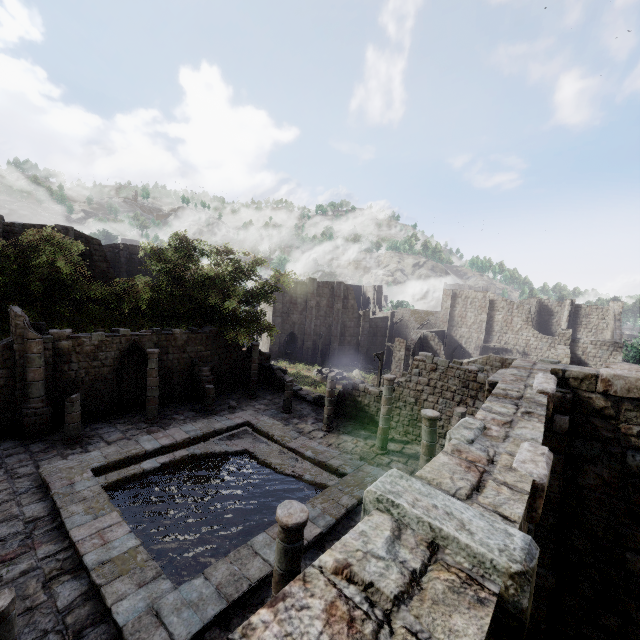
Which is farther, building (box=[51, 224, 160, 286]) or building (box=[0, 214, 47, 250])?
building (box=[51, 224, 160, 286])

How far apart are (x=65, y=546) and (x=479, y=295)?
47.3m

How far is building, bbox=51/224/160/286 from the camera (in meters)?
26.92

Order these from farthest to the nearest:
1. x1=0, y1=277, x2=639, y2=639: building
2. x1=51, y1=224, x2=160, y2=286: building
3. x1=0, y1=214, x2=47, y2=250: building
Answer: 1. x1=51, y1=224, x2=160, y2=286: building
2. x1=0, y1=214, x2=47, y2=250: building
3. x1=0, y1=277, x2=639, y2=639: building

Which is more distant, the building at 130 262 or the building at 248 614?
the building at 130 262

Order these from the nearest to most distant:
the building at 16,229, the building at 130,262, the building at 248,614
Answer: the building at 248,614 < the building at 16,229 < the building at 130,262

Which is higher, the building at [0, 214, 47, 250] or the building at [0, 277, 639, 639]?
the building at [0, 214, 47, 250]
